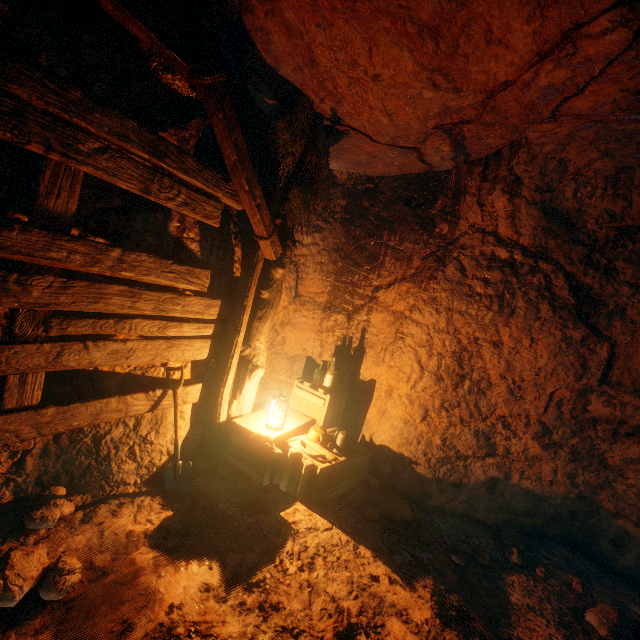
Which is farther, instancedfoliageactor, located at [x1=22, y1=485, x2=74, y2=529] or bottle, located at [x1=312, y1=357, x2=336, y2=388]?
bottle, located at [x1=312, y1=357, x2=336, y2=388]

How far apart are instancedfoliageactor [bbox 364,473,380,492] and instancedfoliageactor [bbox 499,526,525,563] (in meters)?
1.59

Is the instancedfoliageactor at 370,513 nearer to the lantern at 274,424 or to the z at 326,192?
the z at 326,192

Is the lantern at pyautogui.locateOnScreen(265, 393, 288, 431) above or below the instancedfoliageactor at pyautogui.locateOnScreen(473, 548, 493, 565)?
above

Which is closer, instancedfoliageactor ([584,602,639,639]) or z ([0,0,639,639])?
z ([0,0,639,639])

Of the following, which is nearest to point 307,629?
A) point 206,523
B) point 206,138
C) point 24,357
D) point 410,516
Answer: point 206,523

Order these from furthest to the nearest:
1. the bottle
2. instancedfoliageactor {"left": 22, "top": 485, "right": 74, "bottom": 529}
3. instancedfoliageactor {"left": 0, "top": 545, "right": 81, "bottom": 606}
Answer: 1. the bottle
2. instancedfoliageactor {"left": 22, "top": 485, "right": 74, "bottom": 529}
3. instancedfoliageactor {"left": 0, "top": 545, "right": 81, "bottom": 606}

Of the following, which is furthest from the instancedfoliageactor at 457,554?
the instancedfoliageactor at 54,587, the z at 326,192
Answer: the instancedfoliageactor at 54,587
